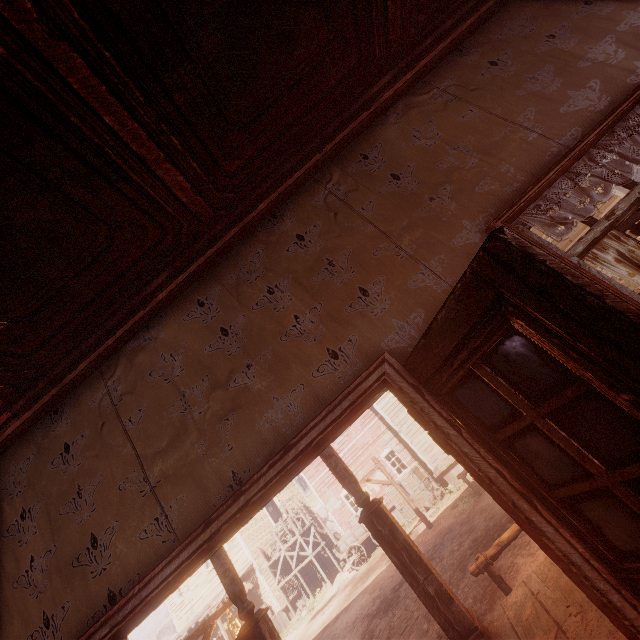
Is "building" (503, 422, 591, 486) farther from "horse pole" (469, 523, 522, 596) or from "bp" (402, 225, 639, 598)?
"horse pole" (469, 523, 522, 596)

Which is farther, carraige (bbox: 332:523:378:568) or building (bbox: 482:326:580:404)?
carraige (bbox: 332:523:378:568)

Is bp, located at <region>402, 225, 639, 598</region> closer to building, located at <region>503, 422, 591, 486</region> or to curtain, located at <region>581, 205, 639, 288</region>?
building, located at <region>503, 422, 591, 486</region>

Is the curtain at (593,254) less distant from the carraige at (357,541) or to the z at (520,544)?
the z at (520,544)

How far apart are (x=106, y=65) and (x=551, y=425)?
2.5 meters

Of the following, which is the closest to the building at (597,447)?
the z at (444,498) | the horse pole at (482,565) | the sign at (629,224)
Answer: the z at (444,498)

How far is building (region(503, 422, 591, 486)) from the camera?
1.5m

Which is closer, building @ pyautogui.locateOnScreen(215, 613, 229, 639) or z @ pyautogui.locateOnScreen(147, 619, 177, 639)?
building @ pyautogui.locateOnScreen(215, 613, 229, 639)
